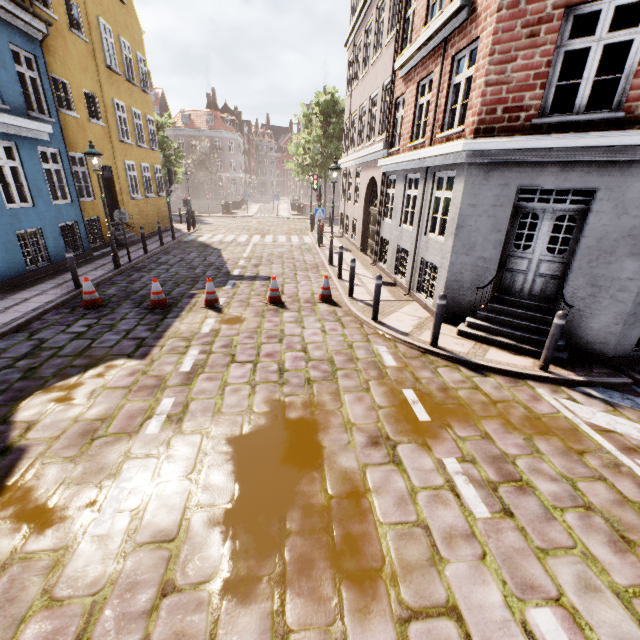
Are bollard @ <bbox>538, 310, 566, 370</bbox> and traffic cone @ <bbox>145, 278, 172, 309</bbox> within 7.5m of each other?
no

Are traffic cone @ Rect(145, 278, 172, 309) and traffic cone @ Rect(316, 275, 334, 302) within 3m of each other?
no

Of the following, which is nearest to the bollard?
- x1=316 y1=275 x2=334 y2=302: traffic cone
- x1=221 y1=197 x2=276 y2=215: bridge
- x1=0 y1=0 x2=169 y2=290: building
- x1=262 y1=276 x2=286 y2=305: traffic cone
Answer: x1=316 y1=275 x2=334 y2=302: traffic cone

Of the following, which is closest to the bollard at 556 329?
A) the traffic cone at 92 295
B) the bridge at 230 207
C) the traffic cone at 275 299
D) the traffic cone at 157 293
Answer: the traffic cone at 275 299

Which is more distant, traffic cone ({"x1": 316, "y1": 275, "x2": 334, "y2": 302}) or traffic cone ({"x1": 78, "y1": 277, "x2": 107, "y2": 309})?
traffic cone ({"x1": 316, "y1": 275, "x2": 334, "y2": 302})

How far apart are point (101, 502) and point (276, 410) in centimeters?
221cm

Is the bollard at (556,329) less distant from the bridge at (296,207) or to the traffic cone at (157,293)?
the traffic cone at (157,293)

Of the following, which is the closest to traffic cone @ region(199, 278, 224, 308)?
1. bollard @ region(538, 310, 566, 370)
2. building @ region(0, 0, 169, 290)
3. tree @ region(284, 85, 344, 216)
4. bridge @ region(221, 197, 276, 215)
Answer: bollard @ region(538, 310, 566, 370)
